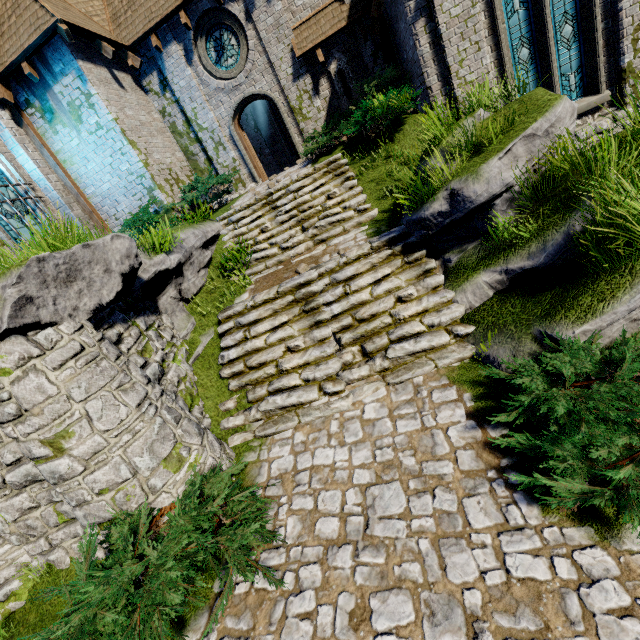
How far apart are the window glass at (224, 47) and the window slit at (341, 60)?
2.97m

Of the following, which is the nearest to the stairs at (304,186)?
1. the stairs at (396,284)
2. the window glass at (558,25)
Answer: the stairs at (396,284)

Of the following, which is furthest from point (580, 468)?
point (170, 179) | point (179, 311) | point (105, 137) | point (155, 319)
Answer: point (105, 137)

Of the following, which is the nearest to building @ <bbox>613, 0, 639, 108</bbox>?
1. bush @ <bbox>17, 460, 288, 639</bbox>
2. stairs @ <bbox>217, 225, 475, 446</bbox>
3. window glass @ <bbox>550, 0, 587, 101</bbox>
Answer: window glass @ <bbox>550, 0, 587, 101</bbox>

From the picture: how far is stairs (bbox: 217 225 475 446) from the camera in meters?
5.5

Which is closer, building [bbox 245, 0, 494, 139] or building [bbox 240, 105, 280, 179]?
building [bbox 245, 0, 494, 139]

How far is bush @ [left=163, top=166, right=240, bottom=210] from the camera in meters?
11.0 m

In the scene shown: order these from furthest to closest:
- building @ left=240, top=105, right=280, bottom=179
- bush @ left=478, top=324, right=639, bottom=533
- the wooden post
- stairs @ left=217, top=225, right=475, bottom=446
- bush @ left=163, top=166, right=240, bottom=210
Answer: building @ left=240, top=105, right=280, bottom=179, bush @ left=163, top=166, right=240, bottom=210, the wooden post, stairs @ left=217, top=225, right=475, bottom=446, bush @ left=478, top=324, right=639, bottom=533
